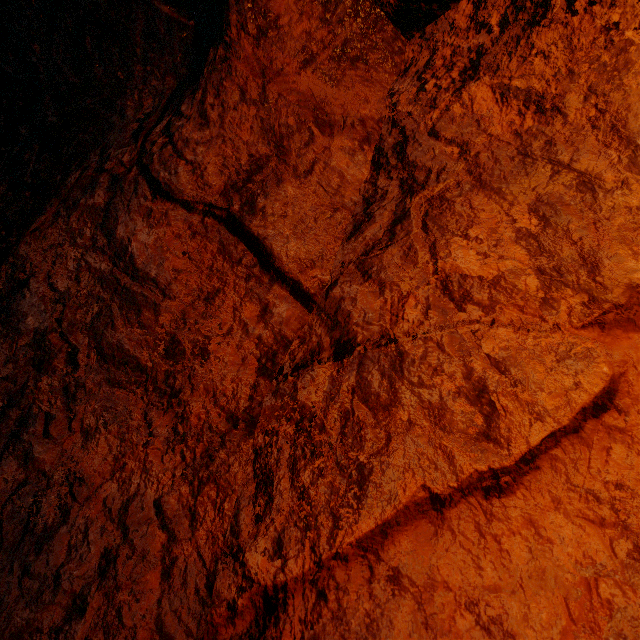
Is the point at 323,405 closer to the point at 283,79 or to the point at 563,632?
the point at 563,632
